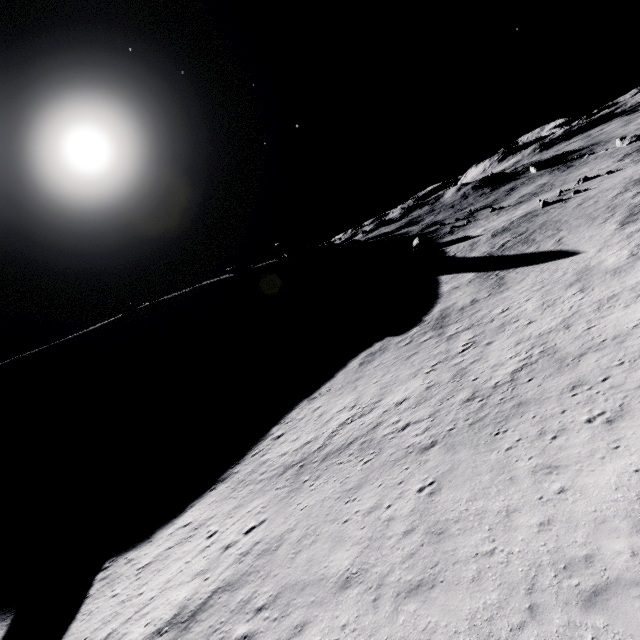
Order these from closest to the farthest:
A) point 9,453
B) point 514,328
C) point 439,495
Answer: point 439,495
point 514,328
point 9,453
